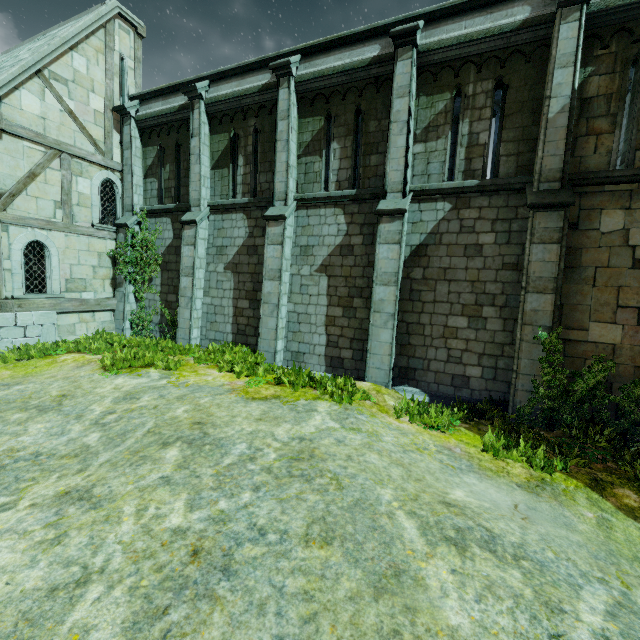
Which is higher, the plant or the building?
the building

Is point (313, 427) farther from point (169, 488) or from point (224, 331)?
point (224, 331)

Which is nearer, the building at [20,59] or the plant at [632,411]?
the plant at [632,411]

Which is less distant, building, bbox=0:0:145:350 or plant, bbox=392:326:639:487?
plant, bbox=392:326:639:487

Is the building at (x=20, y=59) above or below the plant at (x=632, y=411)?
above
